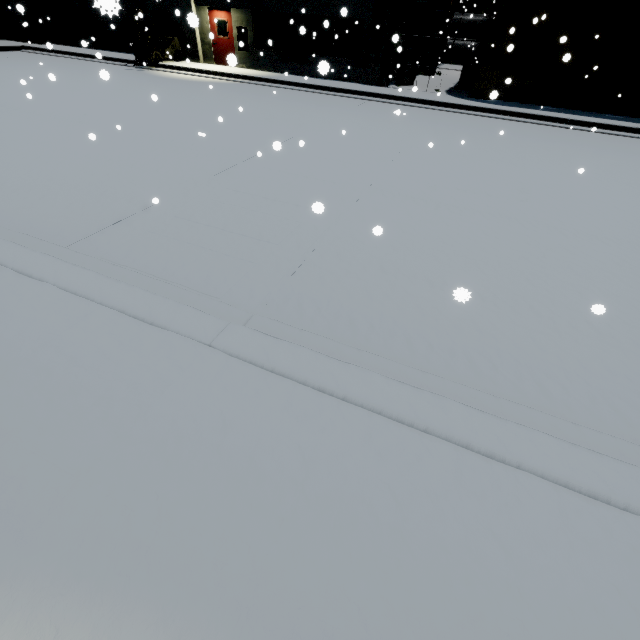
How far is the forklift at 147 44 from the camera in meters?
16.3 m

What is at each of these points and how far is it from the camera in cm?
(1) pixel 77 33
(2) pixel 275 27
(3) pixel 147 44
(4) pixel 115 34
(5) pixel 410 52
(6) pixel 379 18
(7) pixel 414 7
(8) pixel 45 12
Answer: (1) electrical box, 2069
(2) building, 1645
(3) forklift, 1698
(4) roll-up door, 2009
(5) vent duct, 1572
(6) tree, 1437
(7) vent duct, 1470
(8) building, 2047

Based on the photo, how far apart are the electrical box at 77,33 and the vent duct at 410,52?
20.92m

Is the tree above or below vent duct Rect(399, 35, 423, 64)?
above

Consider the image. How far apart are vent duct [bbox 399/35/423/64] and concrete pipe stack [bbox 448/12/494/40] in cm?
2102

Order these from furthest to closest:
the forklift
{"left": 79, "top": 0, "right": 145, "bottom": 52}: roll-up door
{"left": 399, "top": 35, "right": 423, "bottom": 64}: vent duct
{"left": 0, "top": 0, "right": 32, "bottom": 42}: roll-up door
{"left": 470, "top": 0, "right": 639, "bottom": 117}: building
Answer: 1. {"left": 0, "top": 0, "right": 32, "bottom": 42}: roll-up door
2. the forklift
3. {"left": 399, "top": 35, "right": 423, "bottom": 64}: vent duct
4. {"left": 470, "top": 0, "right": 639, "bottom": 117}: building
5. {"left": 79, "top": 0, "right": 145, "bottom": 52}: roll-up door

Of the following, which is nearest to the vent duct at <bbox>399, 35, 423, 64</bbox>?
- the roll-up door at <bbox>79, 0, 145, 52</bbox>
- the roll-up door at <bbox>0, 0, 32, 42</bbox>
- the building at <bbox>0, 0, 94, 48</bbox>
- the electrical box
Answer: the building at <bbox>0, 0, 94, 48</bbox>

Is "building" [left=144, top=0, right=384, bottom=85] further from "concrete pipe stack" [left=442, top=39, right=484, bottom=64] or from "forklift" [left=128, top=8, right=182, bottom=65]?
"concrete pipe stack" [left=442, top=39, right=484, bottom=64]
